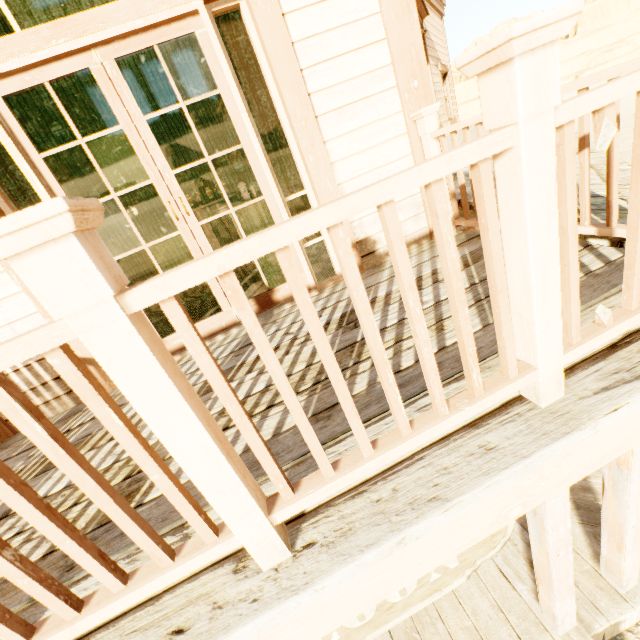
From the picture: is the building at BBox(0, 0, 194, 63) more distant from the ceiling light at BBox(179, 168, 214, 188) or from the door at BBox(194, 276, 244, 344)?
the ceiling light at BBox(179, 168, 214, 188)

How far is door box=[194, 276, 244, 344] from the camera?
2.64m

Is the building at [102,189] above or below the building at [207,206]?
above

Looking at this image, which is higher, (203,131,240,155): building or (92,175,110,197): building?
(92,175,110,197): building

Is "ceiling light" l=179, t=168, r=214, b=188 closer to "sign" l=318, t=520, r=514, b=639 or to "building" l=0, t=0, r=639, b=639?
"building" l=0, t=0, r=639, b=639

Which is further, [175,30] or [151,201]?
[151,201]

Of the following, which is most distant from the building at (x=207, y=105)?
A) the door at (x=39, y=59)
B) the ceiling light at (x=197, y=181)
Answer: the ceiling light at (x=197, y=181)

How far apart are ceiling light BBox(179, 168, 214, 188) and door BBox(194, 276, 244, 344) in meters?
6.3
